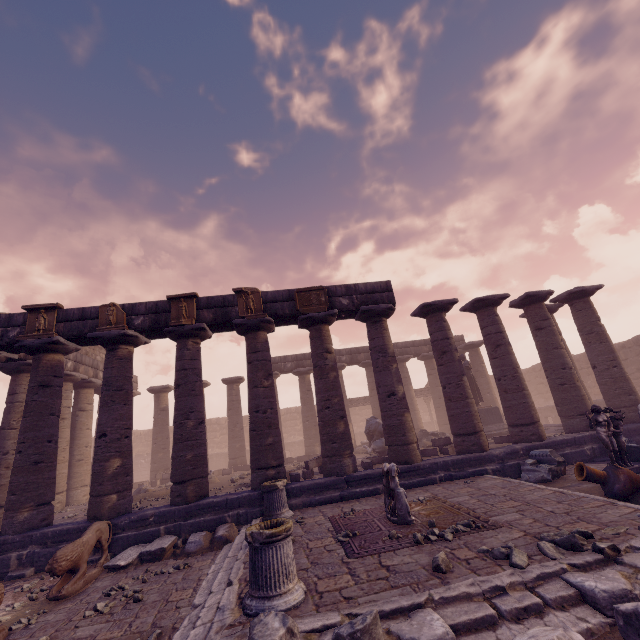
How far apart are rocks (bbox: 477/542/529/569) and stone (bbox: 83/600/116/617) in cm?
620

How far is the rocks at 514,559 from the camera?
4.28m

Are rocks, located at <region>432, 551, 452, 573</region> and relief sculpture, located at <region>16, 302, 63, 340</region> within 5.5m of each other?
no

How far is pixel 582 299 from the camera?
13.35m

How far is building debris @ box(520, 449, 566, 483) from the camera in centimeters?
899cm

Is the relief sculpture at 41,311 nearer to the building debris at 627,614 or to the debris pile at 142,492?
the debris pile at 142,492

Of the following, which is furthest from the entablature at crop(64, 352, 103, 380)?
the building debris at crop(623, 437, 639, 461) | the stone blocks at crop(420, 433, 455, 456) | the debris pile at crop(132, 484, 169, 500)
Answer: the building debris at crop(623, 437, 639, 461)

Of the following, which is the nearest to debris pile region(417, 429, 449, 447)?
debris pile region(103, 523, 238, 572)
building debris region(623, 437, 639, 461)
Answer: building debris region(623, 437, 639, 461)
